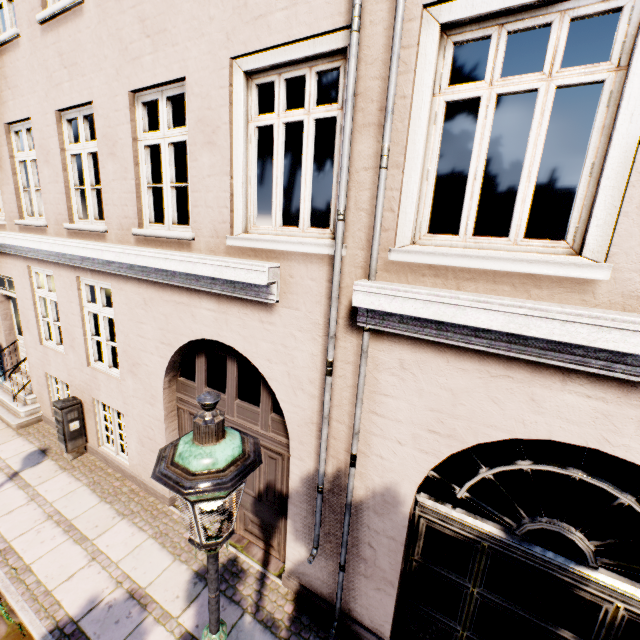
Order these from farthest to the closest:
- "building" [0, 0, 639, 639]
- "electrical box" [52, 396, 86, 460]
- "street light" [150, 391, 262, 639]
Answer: "electrical box" [52, 396, 86, 460] → "building" [0, 0, 639, 639] → "street light" [150, 391, 262, 639]

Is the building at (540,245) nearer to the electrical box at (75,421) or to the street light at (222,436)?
the electrical box at (75,421)

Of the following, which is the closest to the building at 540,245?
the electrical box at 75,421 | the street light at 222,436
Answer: the electrical box at 75,421

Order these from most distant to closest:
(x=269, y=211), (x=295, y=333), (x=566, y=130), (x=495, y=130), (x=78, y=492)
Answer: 1. (x=269, y=211)
2. (x=495, y=130)
3. (x=566, y=130)
4. (x=78, y=492)
5. (x=295, y=333)

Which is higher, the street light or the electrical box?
the street light

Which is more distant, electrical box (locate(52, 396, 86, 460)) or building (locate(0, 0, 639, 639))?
electrical box (locate(52, 396, 86, 460))

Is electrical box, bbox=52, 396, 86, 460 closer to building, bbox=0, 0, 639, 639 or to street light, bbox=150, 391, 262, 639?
building, bbox=0, 0, 639, 639

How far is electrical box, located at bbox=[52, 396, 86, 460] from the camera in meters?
6.4 m
